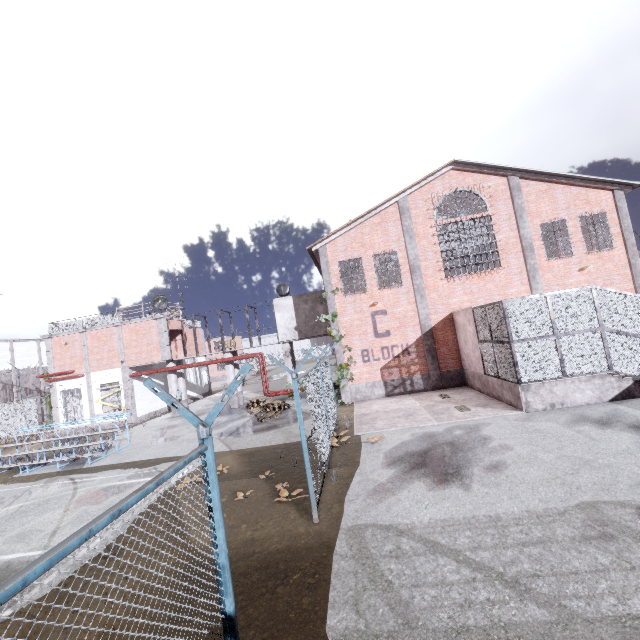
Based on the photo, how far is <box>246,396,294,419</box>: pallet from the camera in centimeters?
1759cm

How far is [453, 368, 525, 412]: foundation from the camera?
11.52m

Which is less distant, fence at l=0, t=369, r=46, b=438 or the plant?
the plant

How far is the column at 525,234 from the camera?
17.03m

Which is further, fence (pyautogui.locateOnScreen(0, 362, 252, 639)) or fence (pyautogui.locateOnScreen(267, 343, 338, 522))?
fence (pyautogui.locateOnScreen(267, 343, 338, 522))

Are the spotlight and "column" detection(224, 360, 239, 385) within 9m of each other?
yes

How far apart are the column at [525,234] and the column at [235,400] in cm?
1889

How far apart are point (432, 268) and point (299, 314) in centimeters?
910cm
